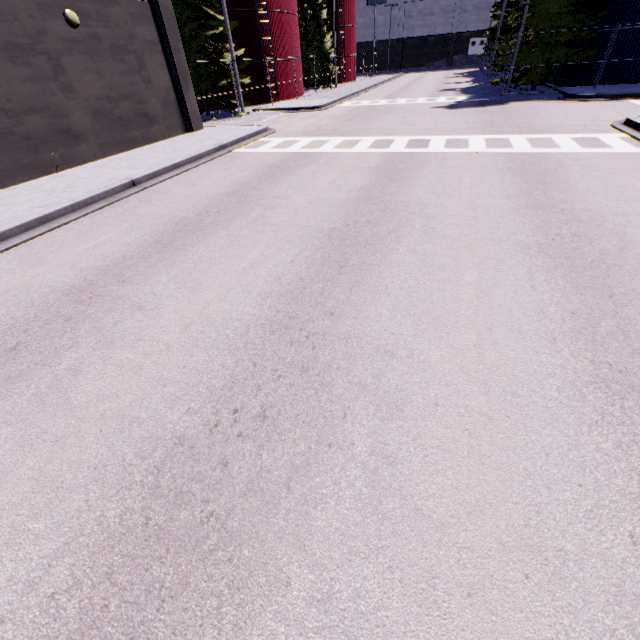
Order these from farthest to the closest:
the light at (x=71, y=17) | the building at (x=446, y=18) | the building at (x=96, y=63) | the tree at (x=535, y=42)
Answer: the building at (x=446, y=18)
the tree at (x=535, y=42)
the light at (x=71, y=17)
the building at (x=96, y=63)

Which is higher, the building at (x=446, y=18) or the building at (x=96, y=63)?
the building at (x=446, y=18)

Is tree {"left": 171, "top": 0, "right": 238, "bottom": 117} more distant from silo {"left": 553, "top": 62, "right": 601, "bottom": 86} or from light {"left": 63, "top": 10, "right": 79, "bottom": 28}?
light {"left": 63, "top": 10, "right": 79, "bottom": 28}

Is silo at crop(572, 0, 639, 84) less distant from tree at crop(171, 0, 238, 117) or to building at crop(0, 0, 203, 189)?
building at crop(0, 0, 203, 189)

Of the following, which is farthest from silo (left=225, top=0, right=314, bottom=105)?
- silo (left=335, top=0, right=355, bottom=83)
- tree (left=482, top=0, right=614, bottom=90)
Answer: silo (left=335, top=0, right=355, bottom=83)

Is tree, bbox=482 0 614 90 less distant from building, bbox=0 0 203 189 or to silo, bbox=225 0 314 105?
silo, bbox=225 0 314 105

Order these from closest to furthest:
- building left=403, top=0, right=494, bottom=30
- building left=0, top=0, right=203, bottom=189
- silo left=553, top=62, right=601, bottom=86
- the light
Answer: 1. building left=0, top=0, right=203, bottom=189
2. the light
3. silo left=553, top=62, right=601, bottom=86
4. building left=403, top=0, right=494, bottom=30

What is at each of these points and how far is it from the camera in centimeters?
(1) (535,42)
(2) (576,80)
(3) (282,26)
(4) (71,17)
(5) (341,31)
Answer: (1) tree, 2078cm
(2) silo, 2270cm
(3) silo, 2711cm
(4) light, 1095cm
(5) silo, 4181cm
